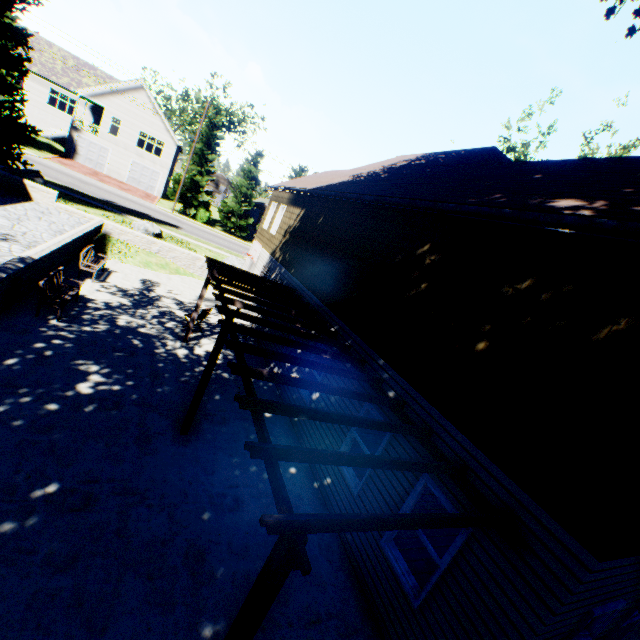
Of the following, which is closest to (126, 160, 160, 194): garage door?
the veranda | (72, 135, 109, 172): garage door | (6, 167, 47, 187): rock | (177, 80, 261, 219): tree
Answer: (72, 135, 109, 172): garage door

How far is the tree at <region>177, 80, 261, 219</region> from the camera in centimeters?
3553cm

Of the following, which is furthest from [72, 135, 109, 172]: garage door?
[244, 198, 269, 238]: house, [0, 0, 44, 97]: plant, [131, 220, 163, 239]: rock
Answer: [131, 220, 163, 239]: rock

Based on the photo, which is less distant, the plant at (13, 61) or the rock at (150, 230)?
the plant at (13, 61)

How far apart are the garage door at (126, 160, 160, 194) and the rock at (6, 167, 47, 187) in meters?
23.1

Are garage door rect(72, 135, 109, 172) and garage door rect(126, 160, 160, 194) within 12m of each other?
yes

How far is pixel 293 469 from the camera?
7.9m

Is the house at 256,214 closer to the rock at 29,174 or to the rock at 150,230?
the rock at 150,230
